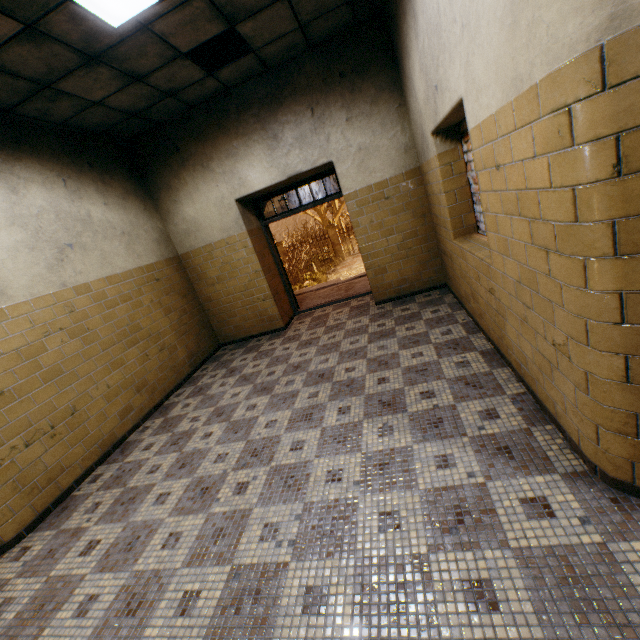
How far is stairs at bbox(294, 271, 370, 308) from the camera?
7.4 meters

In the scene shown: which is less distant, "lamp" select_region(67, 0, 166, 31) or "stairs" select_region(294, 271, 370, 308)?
"lamp" select_region(67, 0, 166, 31)

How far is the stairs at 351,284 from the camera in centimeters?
735cm

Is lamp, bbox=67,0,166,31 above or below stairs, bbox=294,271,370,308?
above

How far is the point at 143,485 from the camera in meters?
3.1

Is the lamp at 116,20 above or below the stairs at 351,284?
above
